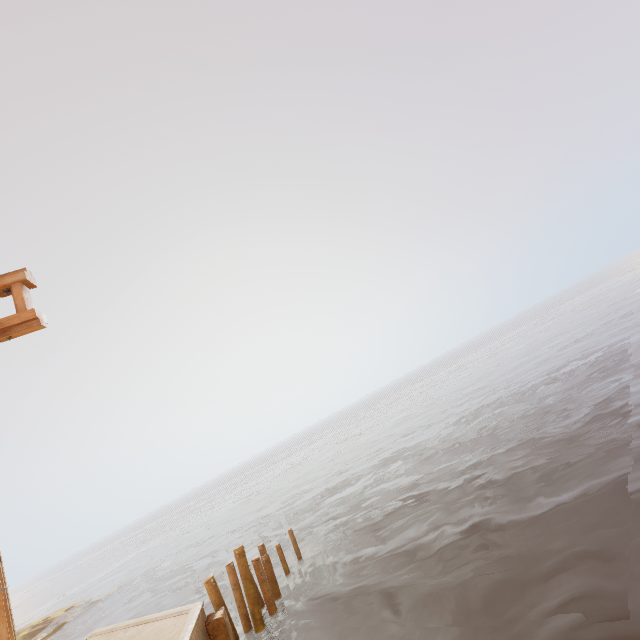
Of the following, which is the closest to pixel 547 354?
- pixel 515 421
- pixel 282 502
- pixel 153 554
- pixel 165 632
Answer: pixel 515 421
